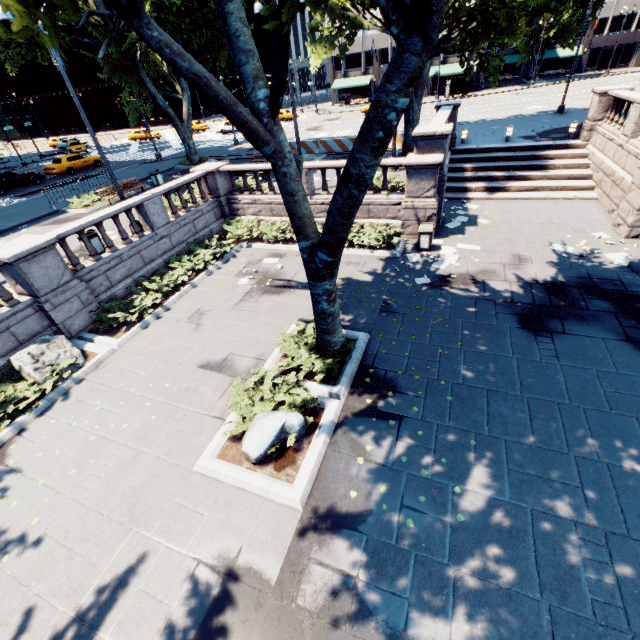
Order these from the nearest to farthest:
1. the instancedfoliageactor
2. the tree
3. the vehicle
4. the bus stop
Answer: the tree
the instancedfoliageactor
the vehicle
the bus stop

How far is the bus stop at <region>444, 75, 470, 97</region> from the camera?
45.2 meters

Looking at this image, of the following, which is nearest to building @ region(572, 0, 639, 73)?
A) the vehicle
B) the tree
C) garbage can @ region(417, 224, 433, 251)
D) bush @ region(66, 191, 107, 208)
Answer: the tree

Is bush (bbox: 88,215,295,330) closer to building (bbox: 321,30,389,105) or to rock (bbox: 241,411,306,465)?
rock (bbox: 241,411,306,465)

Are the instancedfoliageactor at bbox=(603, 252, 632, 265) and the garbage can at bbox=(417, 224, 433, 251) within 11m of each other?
yes

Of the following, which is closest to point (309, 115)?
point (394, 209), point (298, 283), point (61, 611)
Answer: point (394, 209)

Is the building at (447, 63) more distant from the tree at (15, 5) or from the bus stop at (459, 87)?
the bus stop at (459, 87)

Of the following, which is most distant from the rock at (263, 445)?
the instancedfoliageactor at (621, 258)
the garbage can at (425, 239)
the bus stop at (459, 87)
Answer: the bus stop at (459, 87)
